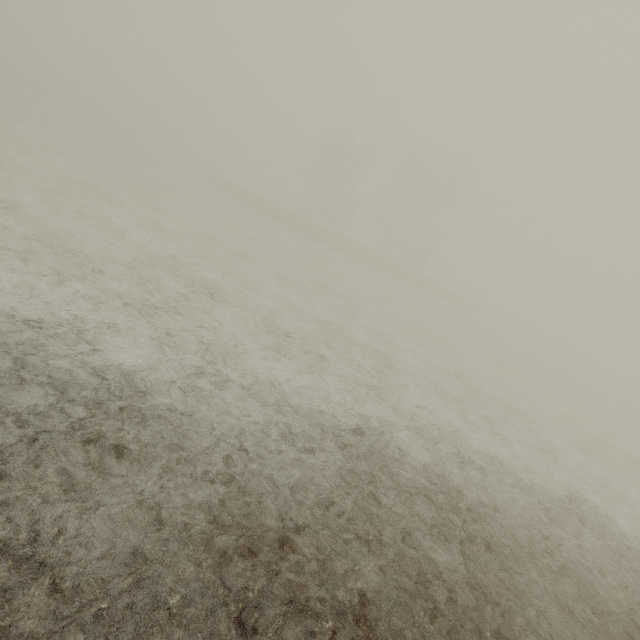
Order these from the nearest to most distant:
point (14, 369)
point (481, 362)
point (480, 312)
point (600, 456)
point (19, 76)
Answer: point (14, 369) → point (600, 456) → point (481, 362) → point (480, 312) → point (19, 76)
